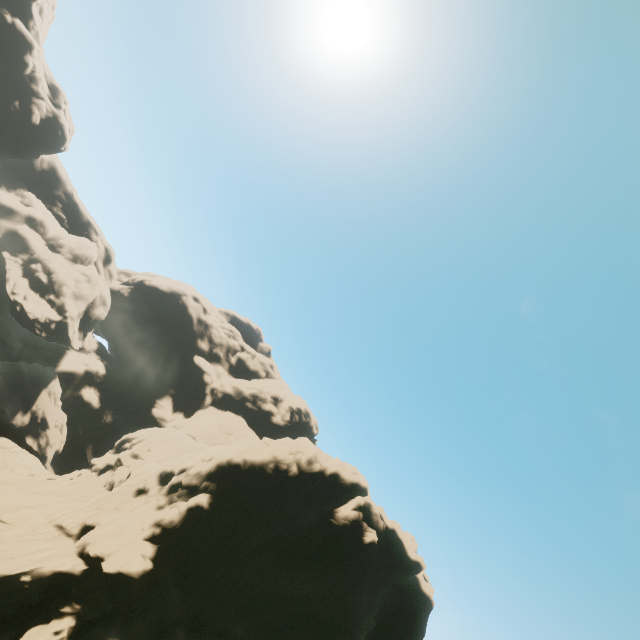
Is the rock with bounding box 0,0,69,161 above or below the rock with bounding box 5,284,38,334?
above

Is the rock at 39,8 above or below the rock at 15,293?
above

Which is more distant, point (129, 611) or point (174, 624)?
point (174, 624)

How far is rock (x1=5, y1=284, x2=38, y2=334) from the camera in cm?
5891

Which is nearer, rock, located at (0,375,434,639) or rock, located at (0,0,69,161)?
rock, located at (0,375,434,639)

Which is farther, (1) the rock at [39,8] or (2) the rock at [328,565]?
(1) the rock at [39,8]

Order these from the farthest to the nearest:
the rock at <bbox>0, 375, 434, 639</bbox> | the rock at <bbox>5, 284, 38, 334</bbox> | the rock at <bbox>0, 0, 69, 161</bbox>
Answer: the rock at <bbox>5, 284, 38, 334</bbox> → the rock at <bbox>0, 0, 69, 161</bbox> → the rock at <bbox>0, 375, 434, 639</bbox>
